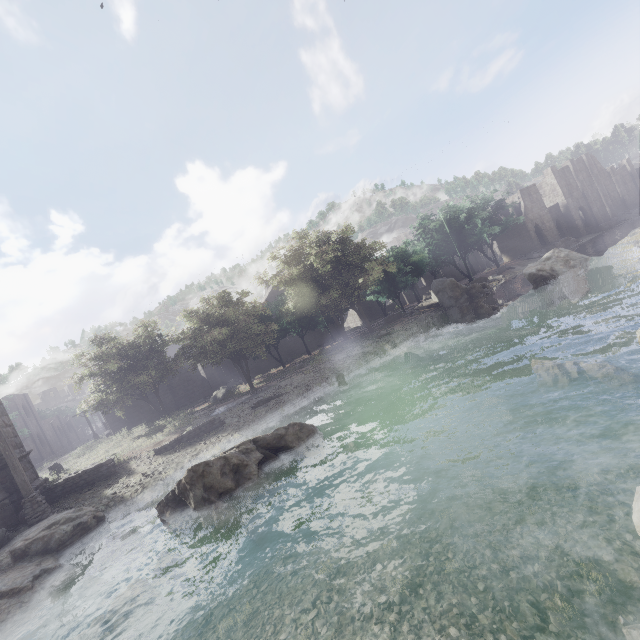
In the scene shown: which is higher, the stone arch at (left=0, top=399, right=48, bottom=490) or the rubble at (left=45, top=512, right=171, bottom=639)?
the stone arch at (left=0, top=399, right=48, bottom=490)

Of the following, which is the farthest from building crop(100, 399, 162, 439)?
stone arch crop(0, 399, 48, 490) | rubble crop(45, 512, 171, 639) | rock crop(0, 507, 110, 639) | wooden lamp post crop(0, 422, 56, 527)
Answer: rubble crop(45, 512, 171, 639)

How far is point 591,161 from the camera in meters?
56.3 m

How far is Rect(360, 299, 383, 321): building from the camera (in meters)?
53.00

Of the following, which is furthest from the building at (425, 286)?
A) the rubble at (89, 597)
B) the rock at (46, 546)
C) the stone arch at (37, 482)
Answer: the rubble at (89, 597)

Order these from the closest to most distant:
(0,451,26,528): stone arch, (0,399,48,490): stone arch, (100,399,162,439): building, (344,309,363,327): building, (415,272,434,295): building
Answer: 1. (0,451,26,528): stone arch
2. (0,399,48,490): stone arch
3. (100,399,162,439): building
4. (344,309,363,327): building
5. (415,272,434,295): building

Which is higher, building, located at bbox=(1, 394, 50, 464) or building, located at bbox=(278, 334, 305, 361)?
building, located at bbox=(1, 394, 50, 464)

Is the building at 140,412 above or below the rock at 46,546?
above
